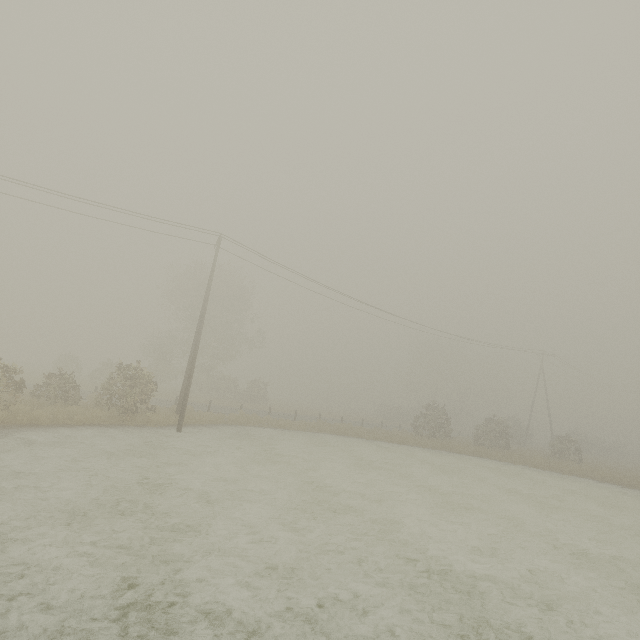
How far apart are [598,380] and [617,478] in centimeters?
2913cm
